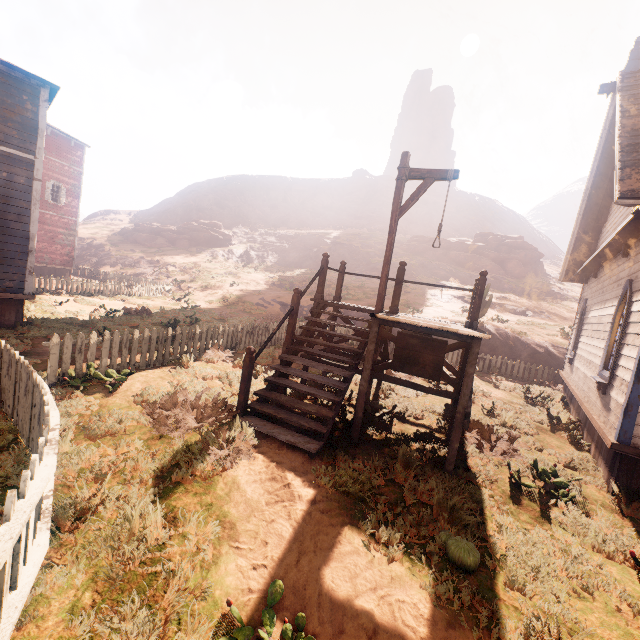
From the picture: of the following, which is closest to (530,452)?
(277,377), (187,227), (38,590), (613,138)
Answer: (277,377)

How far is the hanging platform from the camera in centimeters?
526cm

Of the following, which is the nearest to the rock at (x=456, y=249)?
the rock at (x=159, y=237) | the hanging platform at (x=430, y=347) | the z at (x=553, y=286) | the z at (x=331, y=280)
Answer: the z at (x=553, y=286)

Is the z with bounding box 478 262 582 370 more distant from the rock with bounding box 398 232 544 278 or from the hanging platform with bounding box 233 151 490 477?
the hanging platform with bounding box 233 151 490 477

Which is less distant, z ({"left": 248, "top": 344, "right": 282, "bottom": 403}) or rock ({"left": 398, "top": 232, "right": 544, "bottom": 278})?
z ({"left": 248, "top": 344, "right": 282, "bottom": 403})

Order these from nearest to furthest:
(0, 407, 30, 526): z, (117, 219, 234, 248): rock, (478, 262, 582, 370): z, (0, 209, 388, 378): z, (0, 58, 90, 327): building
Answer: (0, 407, 30, 526): z < (0, 58, 90, 327): building < (0, 209, 388, 378): z < (478, 262, 582, 370): z < (117, 219, 234, 248): rock

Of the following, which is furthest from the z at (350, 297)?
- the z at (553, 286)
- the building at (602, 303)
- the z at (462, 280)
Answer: the z at (553, 286)
